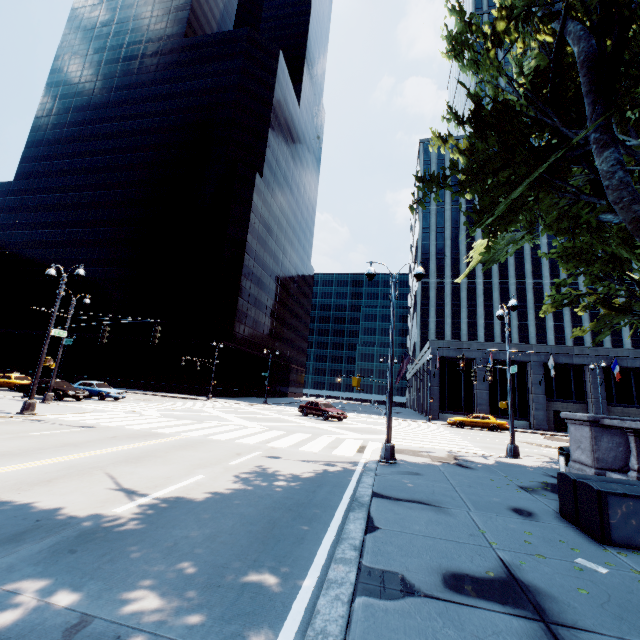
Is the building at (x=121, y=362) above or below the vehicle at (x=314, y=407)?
above

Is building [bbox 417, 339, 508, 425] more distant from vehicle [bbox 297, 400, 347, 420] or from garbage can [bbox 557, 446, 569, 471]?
garbage can [bbox 557, 446, 569, 471]

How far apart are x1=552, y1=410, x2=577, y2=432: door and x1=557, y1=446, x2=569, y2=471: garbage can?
32.7 meters

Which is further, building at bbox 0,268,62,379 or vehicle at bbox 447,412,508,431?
building at bbox 0,268,62,379

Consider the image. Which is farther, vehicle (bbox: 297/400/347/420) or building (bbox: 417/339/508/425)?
building (bbox: 417/339/508/425)

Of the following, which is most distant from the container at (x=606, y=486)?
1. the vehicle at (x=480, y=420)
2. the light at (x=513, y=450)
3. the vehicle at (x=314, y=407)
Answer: the vehicle at (x=480, y=420)

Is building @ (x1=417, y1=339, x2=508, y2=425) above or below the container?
above

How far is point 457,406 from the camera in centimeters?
3953cm
